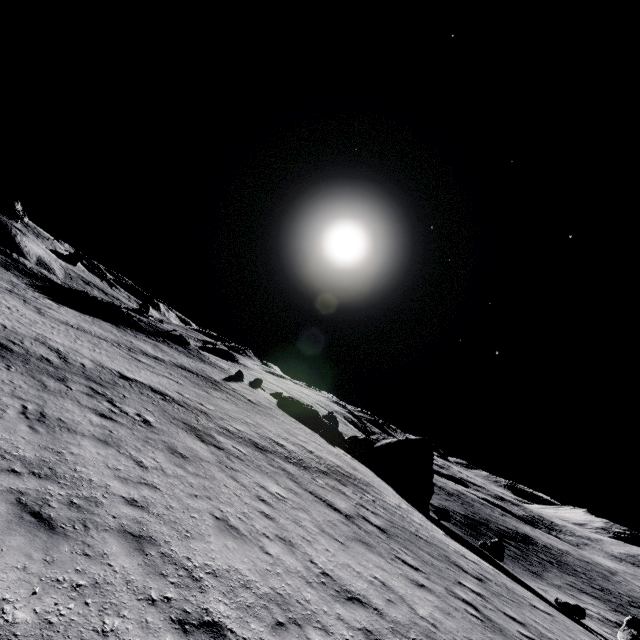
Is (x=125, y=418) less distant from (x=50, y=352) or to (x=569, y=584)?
(x=50, y=352)

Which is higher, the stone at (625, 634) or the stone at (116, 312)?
the stone at (116, 312)

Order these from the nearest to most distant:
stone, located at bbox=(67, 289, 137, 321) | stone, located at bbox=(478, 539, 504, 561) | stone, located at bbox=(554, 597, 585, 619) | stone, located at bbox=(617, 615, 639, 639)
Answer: stone, located at bbox=(554, 597, 585, 619)
stone, located at bbox=(617, 615, 639, 639)
stone, located at bbox=(478, 539, 504, 561)
stone, located at bbox=(67, 289, 137, 321)

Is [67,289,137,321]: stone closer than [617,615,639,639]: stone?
No

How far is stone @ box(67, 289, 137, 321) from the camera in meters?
41.1

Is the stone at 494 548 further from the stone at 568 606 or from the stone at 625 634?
the stone at 568 606

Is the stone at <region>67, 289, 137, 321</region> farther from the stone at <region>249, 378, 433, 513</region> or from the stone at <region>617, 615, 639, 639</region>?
the stone at <region>617, 615, 639, 639</region>

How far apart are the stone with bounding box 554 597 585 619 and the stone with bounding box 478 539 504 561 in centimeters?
871cm
